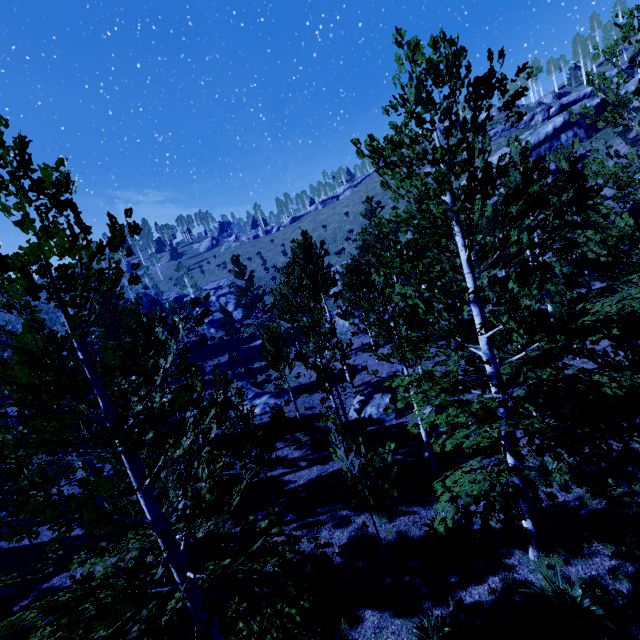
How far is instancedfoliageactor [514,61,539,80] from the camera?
5.5m

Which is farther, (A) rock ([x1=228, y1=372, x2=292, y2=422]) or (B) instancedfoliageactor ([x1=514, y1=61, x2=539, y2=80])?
(A) rock ([x1=228, y1=372, x2=292, y2=422])

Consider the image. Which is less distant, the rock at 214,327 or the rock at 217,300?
the rock at 214,327

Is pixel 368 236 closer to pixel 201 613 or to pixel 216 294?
pixel 201 613

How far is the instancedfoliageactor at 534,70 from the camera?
5.5 meters

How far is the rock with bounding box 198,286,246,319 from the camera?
51.6 meters

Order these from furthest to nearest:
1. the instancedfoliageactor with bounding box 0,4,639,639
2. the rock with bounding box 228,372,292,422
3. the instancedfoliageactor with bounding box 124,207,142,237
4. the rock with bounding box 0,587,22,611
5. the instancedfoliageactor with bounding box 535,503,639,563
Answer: the rock with bounding box 228,372,292,422
the rock with bounding box 0,587,22,611
the instancedfoliageactor with bounding box 535,503,639,563
the instancedfoliageactor with bounding box 124,207,142,237
the instancedfoliageactor with bounding box 0,4,639,639
